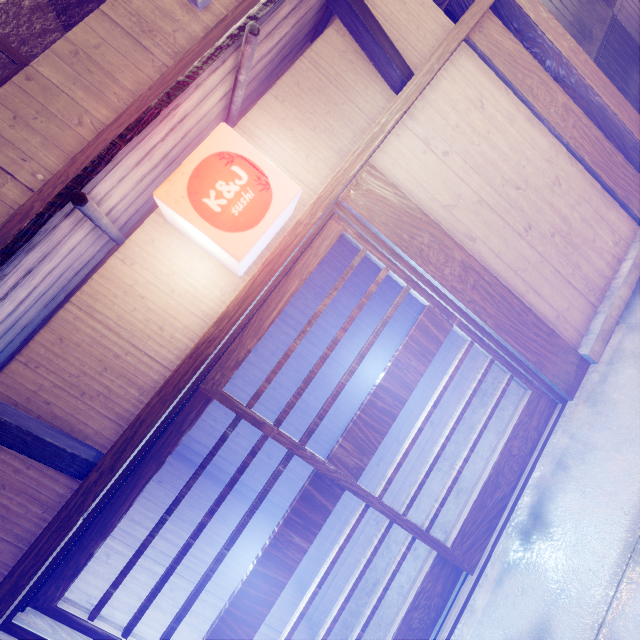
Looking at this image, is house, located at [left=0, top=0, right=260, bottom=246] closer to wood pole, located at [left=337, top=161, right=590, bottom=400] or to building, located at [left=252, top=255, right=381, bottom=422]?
wood pole, located at [left=337, top=161, right=590, bottom=400]

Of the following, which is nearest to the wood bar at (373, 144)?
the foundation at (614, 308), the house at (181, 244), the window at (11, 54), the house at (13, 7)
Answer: the house at (181, 244)

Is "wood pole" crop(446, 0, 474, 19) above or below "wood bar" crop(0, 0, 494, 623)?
above

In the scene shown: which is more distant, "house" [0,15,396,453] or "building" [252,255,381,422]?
"building" [252,255,381,422]

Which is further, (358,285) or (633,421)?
(358,285)

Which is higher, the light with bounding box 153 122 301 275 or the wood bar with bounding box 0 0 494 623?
the light with bounding box 153 122 301 275

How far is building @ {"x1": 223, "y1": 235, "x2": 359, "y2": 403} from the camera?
11.4 meters

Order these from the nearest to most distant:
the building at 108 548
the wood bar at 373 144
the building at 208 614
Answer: the wood bar at 373 144 < the building at 108 548 < the building at 208 614
